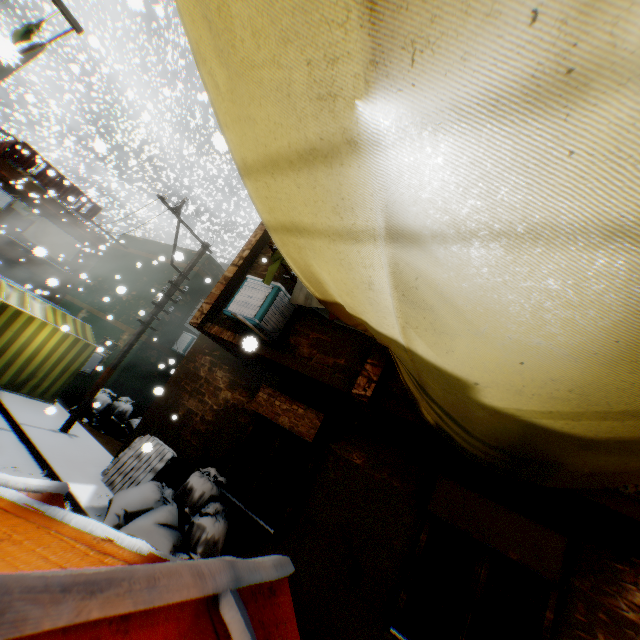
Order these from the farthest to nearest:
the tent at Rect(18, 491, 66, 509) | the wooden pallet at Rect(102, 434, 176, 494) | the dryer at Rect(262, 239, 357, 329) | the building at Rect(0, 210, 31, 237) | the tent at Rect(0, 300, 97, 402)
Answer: the building at Rect(0, 210, 31, 237) → the tent at Rect(0, 300, 97, 402) → the wooden pallet at Rect(102, 434, 176, 494) → the dryer at Rect(262, 239, 357, 329) → the tent at Rect(18, 491, 66, 509)

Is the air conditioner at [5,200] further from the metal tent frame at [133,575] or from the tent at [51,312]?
the metal tent frame at [133,575]

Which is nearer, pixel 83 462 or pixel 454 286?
pixel 454 286

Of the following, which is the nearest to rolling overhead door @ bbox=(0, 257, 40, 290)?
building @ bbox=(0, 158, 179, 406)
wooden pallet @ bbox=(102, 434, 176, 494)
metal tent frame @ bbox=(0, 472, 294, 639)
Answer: building @ bbox=(0, 158, 179, 406)

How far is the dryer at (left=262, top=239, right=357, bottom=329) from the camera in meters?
4.8

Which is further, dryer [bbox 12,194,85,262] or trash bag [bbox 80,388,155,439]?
dryer [bbox 12,194,85,262]

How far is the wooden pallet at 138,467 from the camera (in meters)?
6.72

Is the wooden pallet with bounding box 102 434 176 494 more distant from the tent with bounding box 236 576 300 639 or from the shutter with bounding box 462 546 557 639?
the shutter with bounding box 462 546 557 639
